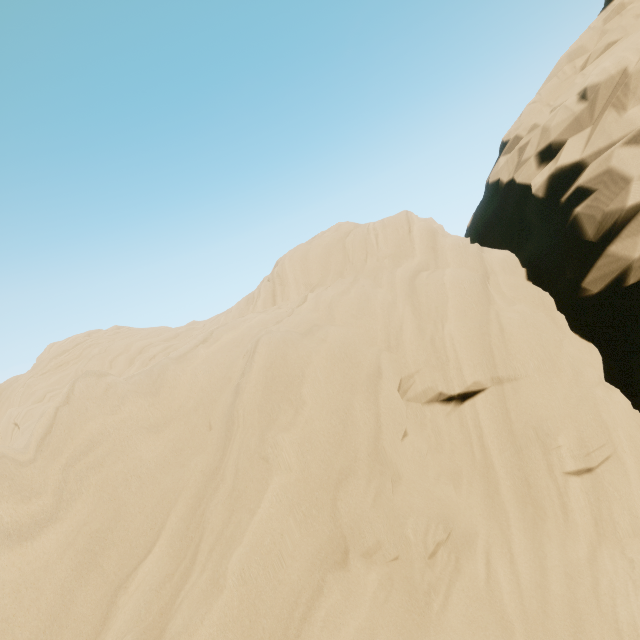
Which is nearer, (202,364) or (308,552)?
(308,552)
